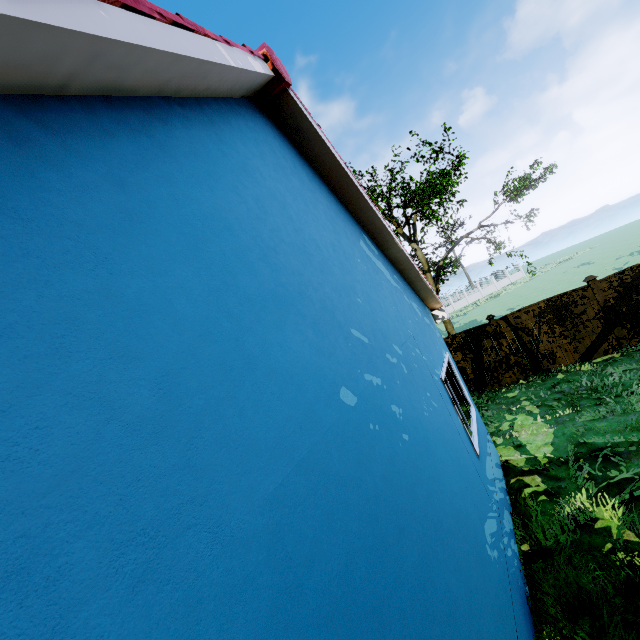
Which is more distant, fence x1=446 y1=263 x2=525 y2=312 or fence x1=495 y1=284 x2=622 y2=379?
fence x1=446 y1=263 x2=525 y2=312

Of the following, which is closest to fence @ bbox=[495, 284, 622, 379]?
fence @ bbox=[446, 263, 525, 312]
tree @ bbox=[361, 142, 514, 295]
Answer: fence @ bbox=[446, 263, 525, 312]

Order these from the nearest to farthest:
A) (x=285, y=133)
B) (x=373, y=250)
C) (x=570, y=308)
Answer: (x=285, y=133)
(x=373, y=250)
(x=570, y=308)

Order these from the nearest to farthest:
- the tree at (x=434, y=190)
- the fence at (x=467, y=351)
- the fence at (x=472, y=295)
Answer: the fence at (x=467, y=351) < the tree at (x=434, y=190) < the fence at (x=472, y=295)

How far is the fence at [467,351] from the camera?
11.53m

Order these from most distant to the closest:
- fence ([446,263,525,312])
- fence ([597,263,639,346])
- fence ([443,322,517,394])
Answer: fence ([446,263,525,312])
fence ([443,322,517,394])
fence ([597,263,639,346])

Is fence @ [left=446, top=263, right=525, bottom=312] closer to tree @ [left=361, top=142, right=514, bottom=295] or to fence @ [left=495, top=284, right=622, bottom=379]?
fence @ [left=495, top=284, right=622, bottom=379]
